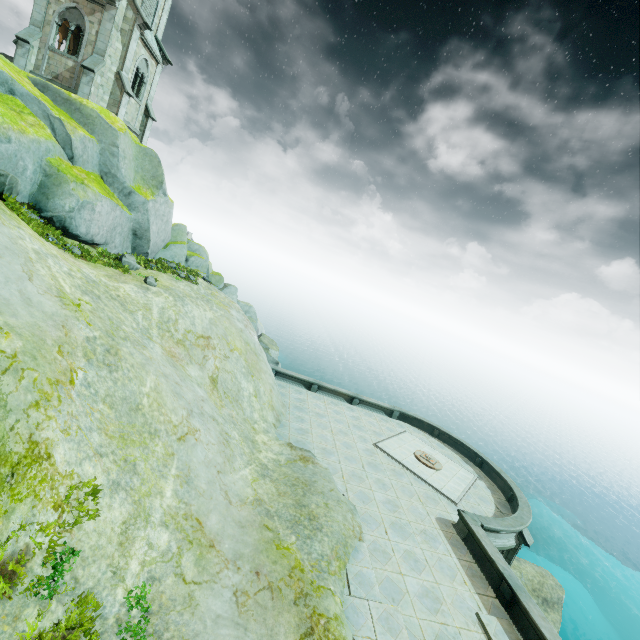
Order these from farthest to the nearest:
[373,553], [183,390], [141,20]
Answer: [141,20] → [183,390] → [373,553]

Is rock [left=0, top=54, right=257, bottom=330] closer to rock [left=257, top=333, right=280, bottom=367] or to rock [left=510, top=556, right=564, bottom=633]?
rock [left=257, top=333, right=280, bottom=367]

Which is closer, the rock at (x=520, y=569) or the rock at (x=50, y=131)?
the rock at (x=50, y=131)

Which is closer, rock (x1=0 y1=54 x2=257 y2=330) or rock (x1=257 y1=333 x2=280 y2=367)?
rock (x1=0 y1=54 x2=257 y2=330)

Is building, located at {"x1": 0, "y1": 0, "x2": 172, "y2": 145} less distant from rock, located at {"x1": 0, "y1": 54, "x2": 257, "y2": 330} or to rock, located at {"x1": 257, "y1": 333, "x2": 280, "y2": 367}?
rock, located at {"x1": 0, "y1": 54, "x2": 257, "y2": 330}

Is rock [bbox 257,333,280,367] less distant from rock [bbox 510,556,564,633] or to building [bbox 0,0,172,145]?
building [bbox 0,0,172,145]

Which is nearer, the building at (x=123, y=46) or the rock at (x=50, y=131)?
the rock at (x=50, y=131)
